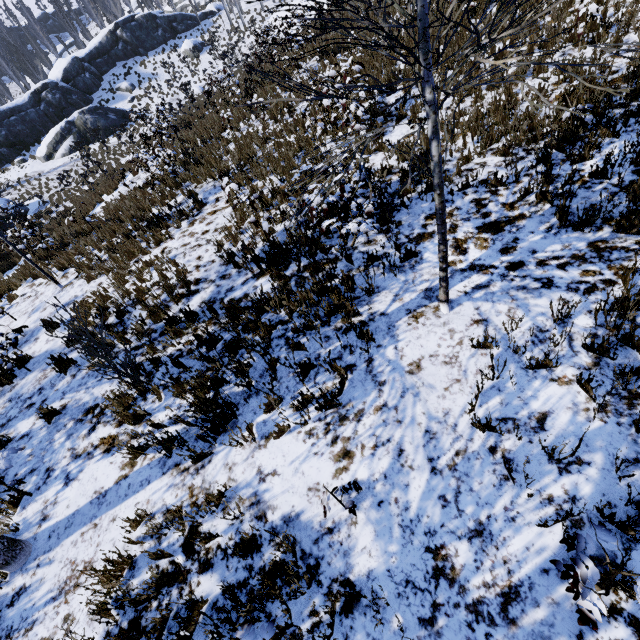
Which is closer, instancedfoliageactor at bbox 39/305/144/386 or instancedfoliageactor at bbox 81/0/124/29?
instancedfoliageactor at bbox 39/305/144/386

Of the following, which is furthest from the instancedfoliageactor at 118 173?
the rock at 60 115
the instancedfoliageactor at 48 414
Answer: the instancedfoliageactor at 48 414

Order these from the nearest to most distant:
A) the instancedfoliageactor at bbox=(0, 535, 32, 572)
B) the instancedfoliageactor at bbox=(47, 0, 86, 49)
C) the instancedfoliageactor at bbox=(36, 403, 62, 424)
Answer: the instancedfoliageactor at bbox=(0, 535, 32, 572)
the instancedfoliageactor at bbox=(36, 403, 62, 424)
the instancedfoliageactor at bbox=(47, 0, 86, 49)

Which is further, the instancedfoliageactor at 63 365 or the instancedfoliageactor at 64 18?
the instancedfoliageactor at 64 18

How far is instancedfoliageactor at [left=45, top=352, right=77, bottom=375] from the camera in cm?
603

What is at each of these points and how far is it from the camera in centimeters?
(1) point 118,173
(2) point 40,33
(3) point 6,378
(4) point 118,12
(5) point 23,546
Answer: (1) instancedfoliageactor, 1422cm
(2) instancedfoliageactor, 3631cm
(3) instancedfoliageactor, 642cm
(4) instancedfoliageactor, 4538cm
(5) instancedfoliageactor, 392cm

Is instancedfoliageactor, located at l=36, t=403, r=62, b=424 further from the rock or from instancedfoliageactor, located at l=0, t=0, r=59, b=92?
the rock

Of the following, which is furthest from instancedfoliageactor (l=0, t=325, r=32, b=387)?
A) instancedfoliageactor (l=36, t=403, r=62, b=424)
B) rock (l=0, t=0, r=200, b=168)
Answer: instancedfoliageactor (l=36, t=403, r=62, b=424)
